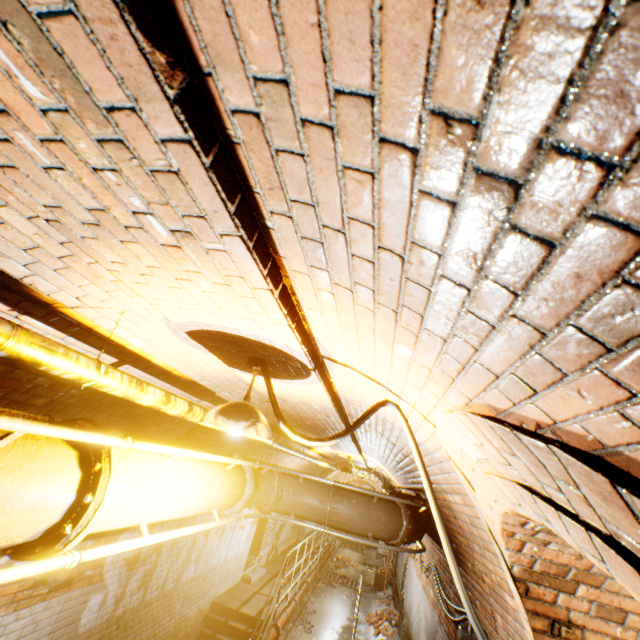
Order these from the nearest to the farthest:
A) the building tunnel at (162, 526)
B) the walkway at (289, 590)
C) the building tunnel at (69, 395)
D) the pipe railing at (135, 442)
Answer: the pipe railing at (135, 442) → the building tunnel at (69, 395) → the building tunnel at (162, 526) → the walkway at (289, 590)

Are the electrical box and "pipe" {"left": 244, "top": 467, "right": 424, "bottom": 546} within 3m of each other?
no

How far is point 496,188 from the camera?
0.5m

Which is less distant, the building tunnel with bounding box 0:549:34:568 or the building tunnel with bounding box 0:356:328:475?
the building tunnel with bounding box 0:356:328:475

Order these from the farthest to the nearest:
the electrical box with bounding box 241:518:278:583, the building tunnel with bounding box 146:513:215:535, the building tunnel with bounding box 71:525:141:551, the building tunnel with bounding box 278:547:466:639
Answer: the electrical box with bounding box 241:518:278:583, the building tunnel with bounding box 278:547:466:639, the building tunnel with bounding box 146:513:215:535, the building tunnel with bounding box 71:525:141:551

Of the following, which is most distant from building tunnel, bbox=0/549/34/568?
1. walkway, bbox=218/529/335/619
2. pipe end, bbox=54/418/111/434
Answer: pipe end, bbox=54/418/111/434

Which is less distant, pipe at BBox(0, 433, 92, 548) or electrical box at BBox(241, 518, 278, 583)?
pipe at BBox(0, 433, 92, 548)

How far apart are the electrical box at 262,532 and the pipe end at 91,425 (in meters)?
9.12
